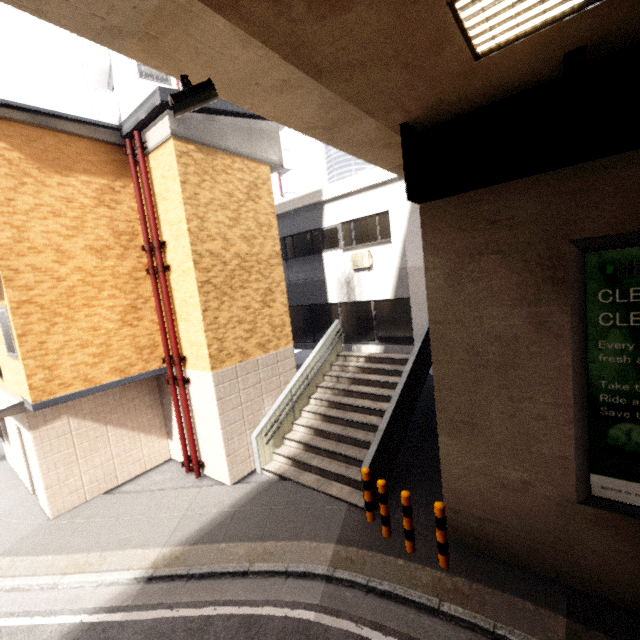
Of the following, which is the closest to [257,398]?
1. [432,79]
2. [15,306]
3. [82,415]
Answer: [82,415]

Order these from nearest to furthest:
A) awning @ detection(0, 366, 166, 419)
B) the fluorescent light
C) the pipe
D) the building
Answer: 1. the fluorescent light
2. awning @ detection(0, 366, 166, 419)
3. the pipe
4. the building

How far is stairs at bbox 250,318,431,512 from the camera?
7.4m

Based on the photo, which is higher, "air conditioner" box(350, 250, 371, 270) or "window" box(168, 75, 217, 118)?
"window" box(168, 75, 217, 118)

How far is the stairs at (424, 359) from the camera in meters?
7.4 m

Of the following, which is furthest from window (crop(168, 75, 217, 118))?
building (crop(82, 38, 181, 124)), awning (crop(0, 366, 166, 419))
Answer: building (crop(82, 38, 181, 124))

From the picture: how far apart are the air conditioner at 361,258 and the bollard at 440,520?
7.9m

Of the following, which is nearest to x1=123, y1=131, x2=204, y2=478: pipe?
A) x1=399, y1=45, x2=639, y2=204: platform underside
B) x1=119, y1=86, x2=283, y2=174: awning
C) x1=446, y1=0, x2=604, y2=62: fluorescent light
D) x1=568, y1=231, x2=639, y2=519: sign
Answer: x1=119, y1=86, x2=283, y2=174: awning
